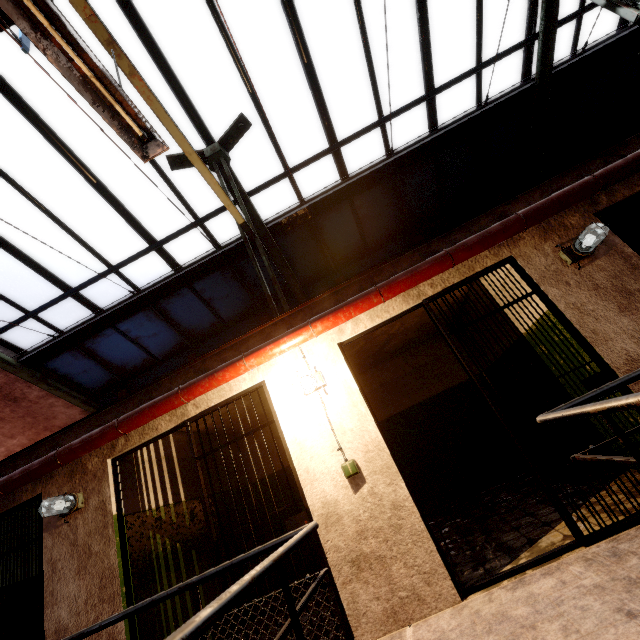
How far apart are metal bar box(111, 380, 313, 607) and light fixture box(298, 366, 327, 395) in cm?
38

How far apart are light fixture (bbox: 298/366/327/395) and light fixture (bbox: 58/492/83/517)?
2.78m

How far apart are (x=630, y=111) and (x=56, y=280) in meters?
13.0

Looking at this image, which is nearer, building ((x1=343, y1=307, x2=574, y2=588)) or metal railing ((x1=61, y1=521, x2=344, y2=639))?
metal railing ((x1=61, y1=521, x2=344, y2=639))

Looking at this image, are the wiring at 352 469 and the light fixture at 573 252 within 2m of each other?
no

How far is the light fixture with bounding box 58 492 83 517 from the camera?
3.5m

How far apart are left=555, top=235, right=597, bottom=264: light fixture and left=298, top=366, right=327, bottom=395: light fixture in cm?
277

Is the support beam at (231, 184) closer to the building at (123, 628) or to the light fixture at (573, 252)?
the building at (123, 628)
